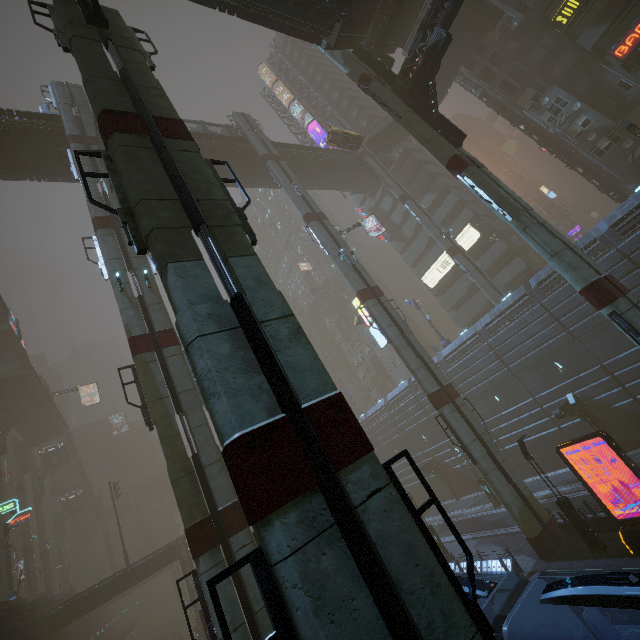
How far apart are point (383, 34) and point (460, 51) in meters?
18.8

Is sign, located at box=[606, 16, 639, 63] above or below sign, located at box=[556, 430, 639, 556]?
above

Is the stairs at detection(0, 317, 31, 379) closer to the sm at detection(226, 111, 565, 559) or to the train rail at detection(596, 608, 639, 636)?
the sm at detection(226, 111, 565, 559)

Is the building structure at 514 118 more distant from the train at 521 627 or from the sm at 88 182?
the sm at 88 182

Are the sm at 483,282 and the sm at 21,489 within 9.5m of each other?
no

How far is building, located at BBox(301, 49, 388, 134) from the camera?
51.5m

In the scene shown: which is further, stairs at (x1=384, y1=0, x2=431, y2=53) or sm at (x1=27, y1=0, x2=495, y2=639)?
stairs at (x1=384, y1=0, x2=431, y2=53)

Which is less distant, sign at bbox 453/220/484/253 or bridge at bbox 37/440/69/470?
sign at bbox 453/220/484/253
